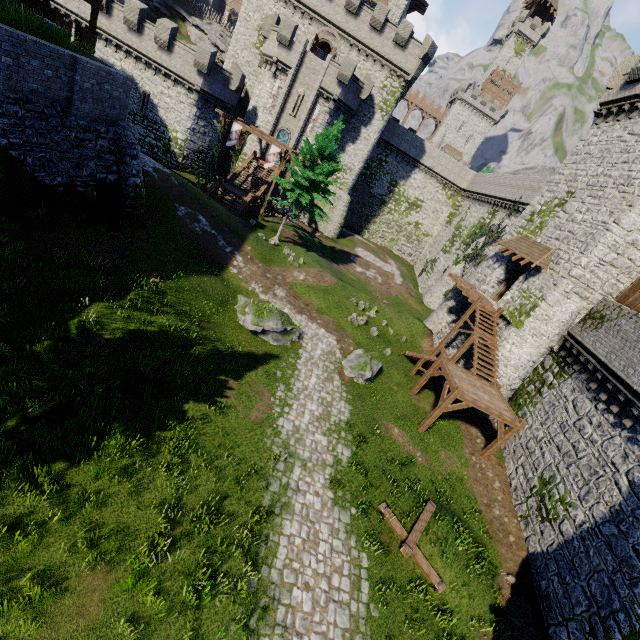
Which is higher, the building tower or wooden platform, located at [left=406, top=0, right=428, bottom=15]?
wooden platform, located at [left=406, top=0, right=428, bottom=15]

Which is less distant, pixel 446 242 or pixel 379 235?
pixel 446 242

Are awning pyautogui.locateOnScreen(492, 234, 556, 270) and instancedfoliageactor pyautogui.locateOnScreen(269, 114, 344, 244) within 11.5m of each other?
no

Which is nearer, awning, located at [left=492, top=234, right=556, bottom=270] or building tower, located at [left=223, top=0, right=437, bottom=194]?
awning, located at [left=492, top=234, right=556, bottom=270]

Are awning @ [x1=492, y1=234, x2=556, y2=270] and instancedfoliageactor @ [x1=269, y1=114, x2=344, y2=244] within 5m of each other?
no

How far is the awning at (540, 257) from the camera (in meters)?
19.78

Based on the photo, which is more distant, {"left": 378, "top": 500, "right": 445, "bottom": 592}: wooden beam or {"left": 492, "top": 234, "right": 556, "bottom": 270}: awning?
{"left": 492, "top": 234, "right": 556, "bottom": 270}: awning

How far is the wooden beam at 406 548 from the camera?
10.5m
